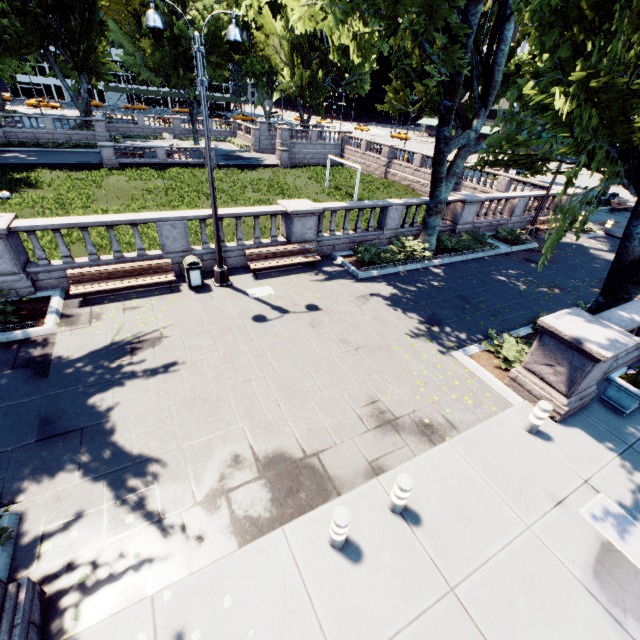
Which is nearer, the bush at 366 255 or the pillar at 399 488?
the pillar at 399 488

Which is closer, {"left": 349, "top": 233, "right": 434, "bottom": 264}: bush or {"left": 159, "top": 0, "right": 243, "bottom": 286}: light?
{"left": 159, "top": 0, "right": 243, "bottom": 286}: light

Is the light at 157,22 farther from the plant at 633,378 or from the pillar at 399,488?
the plant at 633,378

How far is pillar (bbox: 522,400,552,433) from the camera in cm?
678

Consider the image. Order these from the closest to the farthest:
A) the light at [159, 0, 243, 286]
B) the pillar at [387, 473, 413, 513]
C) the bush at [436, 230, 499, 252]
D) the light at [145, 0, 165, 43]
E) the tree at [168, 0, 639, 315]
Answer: the pillar at [387, 473, 413, 513]
the tree at [168, 0, 639, 315]
the light at [145, 0, 165, 43]
the light at [159, 0, 243, 286]
the bush at [436, 230, 499, 252]

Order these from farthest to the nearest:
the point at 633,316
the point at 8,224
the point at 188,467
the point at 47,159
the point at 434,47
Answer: the point at 47,159, the point at 434,47, the point at 8,224, the point at 633,316, the point at 188,467

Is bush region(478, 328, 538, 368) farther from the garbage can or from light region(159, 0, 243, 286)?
the garbage can

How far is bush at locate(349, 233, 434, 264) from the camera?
14.20m
